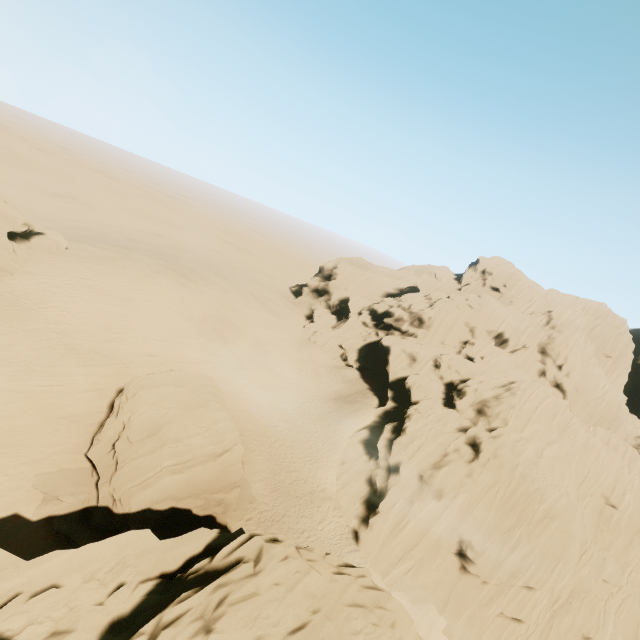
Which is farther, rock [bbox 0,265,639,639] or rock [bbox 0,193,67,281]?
rock [bbox 0,193,67,281]

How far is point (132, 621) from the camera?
8.5 meters

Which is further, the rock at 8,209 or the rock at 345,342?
the rock at 8,209
